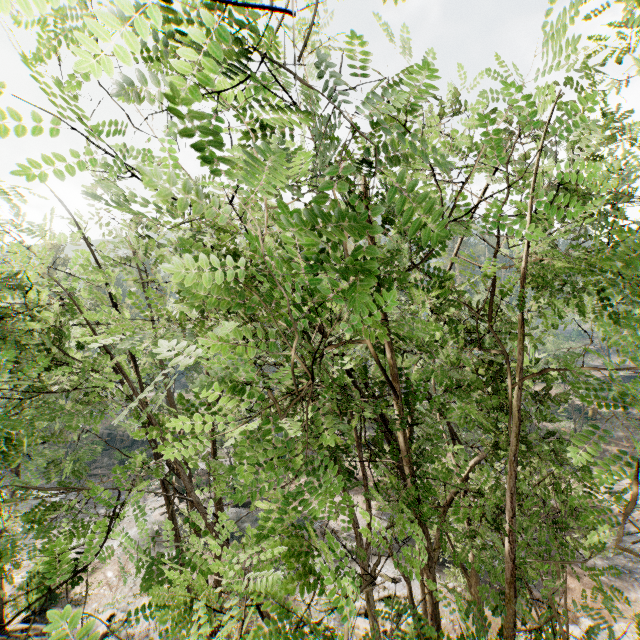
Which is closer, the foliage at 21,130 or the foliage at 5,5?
the foliage at 5,5

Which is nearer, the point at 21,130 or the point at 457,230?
the point at 21,130

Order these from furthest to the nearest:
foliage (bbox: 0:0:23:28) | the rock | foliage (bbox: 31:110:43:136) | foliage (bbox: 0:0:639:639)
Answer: the rock < foliage (bbox: 31:110:43:136) < foliage (bbox: 0:0:639:639) < foliage (bbox: 0:0:23:28)

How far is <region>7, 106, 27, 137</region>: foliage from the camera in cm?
218

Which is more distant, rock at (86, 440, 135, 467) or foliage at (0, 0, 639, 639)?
rock at (86, 440, 135, 467)

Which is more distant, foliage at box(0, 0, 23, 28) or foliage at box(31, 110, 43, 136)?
foliage at box(31, 110, 43, 136)

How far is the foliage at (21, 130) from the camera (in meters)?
2.18

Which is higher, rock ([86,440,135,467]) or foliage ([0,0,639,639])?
foliage ([0,0,639,639])
